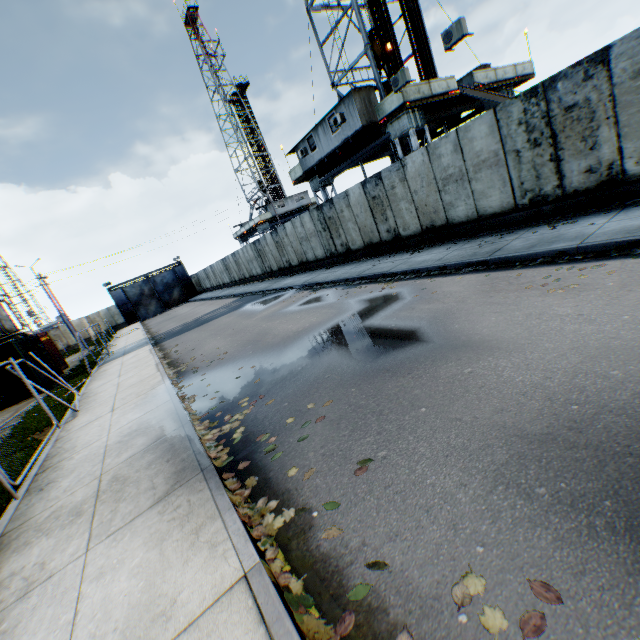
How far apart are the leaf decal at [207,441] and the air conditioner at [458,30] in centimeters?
1438cm

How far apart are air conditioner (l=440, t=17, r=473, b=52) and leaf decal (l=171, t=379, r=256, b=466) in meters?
14.4

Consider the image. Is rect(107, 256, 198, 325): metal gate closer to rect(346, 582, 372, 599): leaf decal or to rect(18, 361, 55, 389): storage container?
rect(18, 361, 55, 389): storage container

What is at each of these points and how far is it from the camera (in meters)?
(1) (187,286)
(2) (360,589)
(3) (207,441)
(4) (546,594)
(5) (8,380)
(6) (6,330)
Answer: (1) metal gate, 51.72
(2) leaf decal, 2.29
(3) leaf decal, 5.17
(4) leaf decal, 1.87
(5) storage container, 16.22
(6) electrical compensator, 23.19

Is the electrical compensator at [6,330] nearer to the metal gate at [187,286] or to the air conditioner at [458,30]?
the metal gate at [187,286]

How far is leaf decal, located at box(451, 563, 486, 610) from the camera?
2.0 meters

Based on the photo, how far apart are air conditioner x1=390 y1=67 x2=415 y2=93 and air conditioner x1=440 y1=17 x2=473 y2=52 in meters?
1.8 m

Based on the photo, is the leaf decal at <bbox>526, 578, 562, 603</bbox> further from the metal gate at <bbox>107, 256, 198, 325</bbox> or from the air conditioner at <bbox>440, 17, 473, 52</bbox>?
the metal gate at <bbox>107, 256, 198, 325</bbox>
